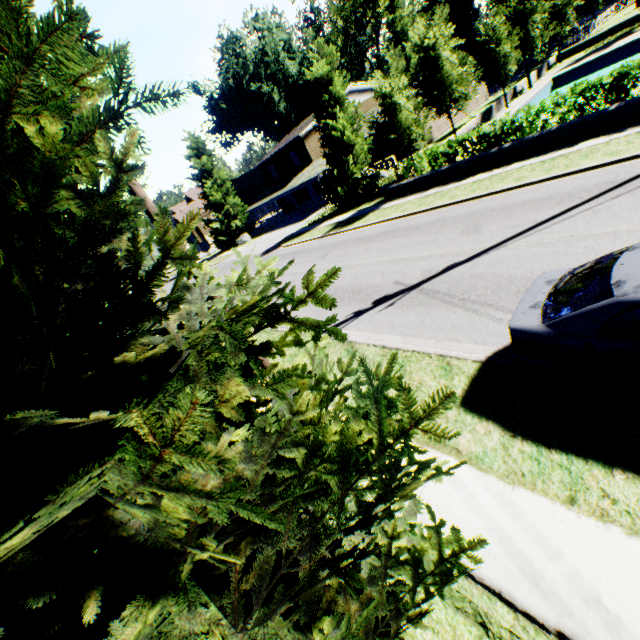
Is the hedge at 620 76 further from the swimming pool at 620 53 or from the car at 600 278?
the car at 600 278

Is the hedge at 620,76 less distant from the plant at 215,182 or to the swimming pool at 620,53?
the plant at 215,182

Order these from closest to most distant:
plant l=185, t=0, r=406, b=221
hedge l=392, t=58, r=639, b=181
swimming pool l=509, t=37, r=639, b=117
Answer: hedge l=392, t=58, r=639, b=181 < plant l=185, t=0, r=406, b=221 < swimming pool l=509, t=37, r=639, b=117

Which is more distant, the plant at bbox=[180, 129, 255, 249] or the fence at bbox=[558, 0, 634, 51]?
the plant at bbox=[180, 129, 255, 249]

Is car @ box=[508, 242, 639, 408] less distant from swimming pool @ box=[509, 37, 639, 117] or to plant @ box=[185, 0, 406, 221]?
plant @ box=[185, 0, 406, 221]

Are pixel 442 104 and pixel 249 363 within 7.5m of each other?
no

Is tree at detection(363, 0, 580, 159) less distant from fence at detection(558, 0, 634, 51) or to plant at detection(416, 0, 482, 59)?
fence at detection(558, 0, 634, 51)

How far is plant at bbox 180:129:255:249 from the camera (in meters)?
40.00
